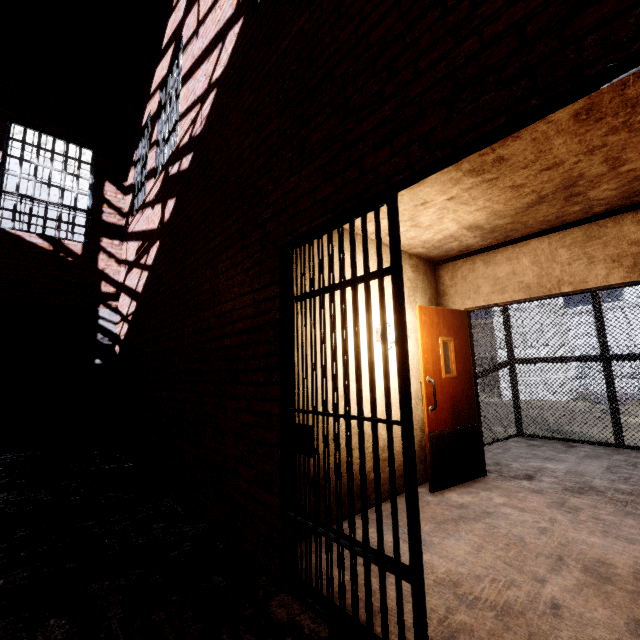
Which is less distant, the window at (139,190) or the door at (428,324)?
the door at (428,324)

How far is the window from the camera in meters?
6.9 m

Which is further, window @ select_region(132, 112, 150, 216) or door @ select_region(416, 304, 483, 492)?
window @ select_region(132, 112, 150, 216)

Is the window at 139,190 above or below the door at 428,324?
above

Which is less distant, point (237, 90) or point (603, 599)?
point (603, 599)

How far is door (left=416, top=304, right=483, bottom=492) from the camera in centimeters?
377cm

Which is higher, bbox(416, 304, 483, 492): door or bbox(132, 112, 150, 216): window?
bbox(132, 112, 150, 216): window
